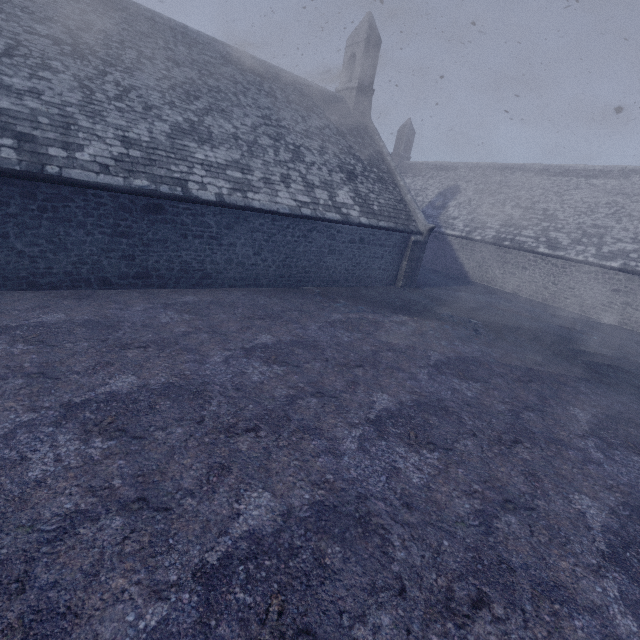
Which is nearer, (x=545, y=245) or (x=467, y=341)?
(x=467, y=341)
